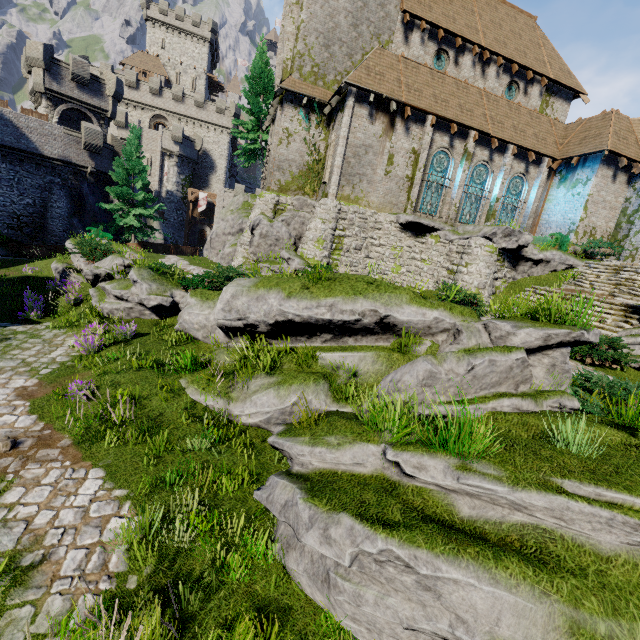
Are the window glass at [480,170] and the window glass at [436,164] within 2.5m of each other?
yes

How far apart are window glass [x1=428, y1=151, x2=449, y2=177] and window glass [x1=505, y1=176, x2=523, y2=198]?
4.5m

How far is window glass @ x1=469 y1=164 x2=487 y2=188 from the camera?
20.2 meters

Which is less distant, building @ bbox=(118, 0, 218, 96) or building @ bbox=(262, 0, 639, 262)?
building @ bbox=(262, 0, 639, 262)

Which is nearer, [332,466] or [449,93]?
[332,466]

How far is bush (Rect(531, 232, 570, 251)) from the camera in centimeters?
1952cm

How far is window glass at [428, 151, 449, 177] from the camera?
19.3m

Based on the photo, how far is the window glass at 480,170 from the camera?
20.2 meters
